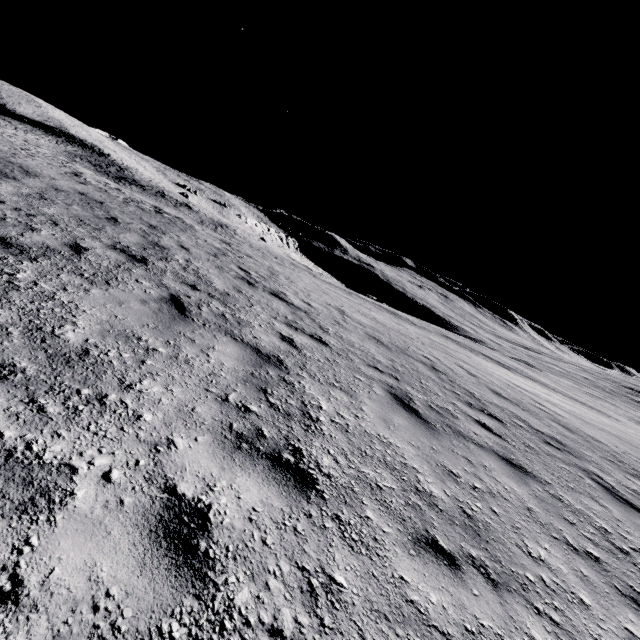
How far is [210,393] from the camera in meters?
3.3
